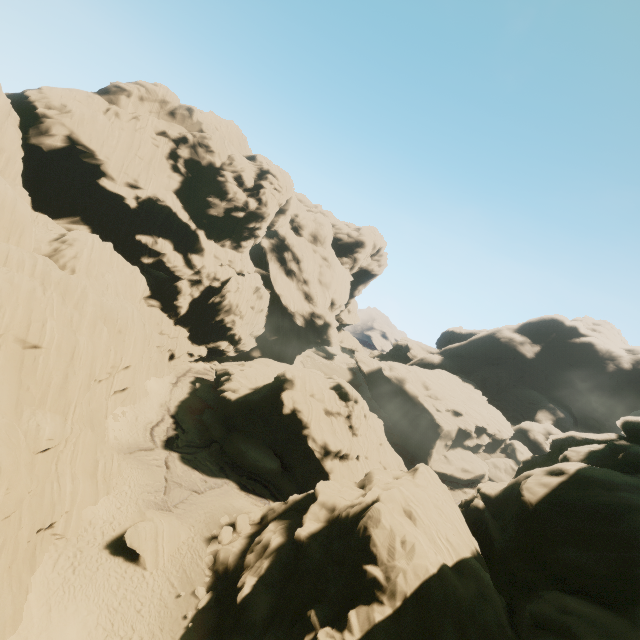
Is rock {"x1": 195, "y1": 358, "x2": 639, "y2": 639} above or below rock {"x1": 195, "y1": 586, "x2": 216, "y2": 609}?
above

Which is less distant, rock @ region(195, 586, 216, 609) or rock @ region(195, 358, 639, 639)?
rock @ region(195, 358, 639, 639)

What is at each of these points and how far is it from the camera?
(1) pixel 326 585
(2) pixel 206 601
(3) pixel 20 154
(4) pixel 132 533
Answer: (1) rock, 18.03m
(2) rock, 20.20m
(3) rock, 38.94m
(4) rock, 21.61m

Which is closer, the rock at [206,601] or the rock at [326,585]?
the rock at [326,585]

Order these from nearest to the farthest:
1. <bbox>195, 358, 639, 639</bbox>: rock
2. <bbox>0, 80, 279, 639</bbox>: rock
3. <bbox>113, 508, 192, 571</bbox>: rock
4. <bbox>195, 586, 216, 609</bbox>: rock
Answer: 1. <bbox>195, 358, 639, 639</bbox>: rock
2. <bbox>0, 80, 279, 639</bbox>: rock
3. <bbox>195, 586, 216, 609</bbox>: rock
4. <bbox>113, 508, 192, 571</bbox>: rock

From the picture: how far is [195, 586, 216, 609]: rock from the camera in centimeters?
1998cm
